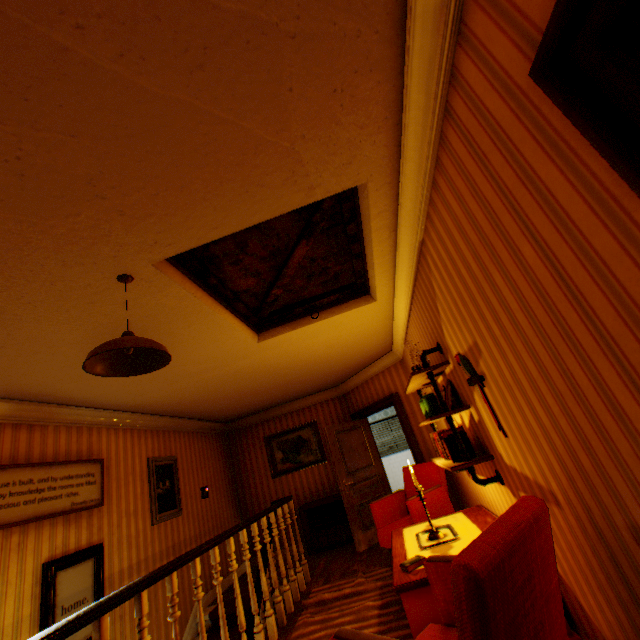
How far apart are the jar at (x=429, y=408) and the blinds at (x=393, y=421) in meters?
8.4

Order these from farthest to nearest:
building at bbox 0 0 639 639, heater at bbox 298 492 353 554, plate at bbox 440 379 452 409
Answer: heater at bbox 298 492 353 554 < plate at bbox 440 379 452 409 < building at bbox 0 0 639 639

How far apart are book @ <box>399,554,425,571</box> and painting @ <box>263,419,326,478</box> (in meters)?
5.05

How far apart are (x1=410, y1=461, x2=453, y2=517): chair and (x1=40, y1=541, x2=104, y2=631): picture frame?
3.5 meters

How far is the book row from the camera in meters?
2.9 m

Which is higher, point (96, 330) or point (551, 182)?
point (96, 330)

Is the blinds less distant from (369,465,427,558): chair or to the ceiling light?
(369,465,427,558): chair

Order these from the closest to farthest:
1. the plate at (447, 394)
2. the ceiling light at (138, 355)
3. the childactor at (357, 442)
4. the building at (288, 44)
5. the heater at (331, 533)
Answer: the building at (288, 44) → the ceiling light at (138, 355) → the plate at (447, 394) → the childactor at (357, 442) → the heater at (331, 533)
